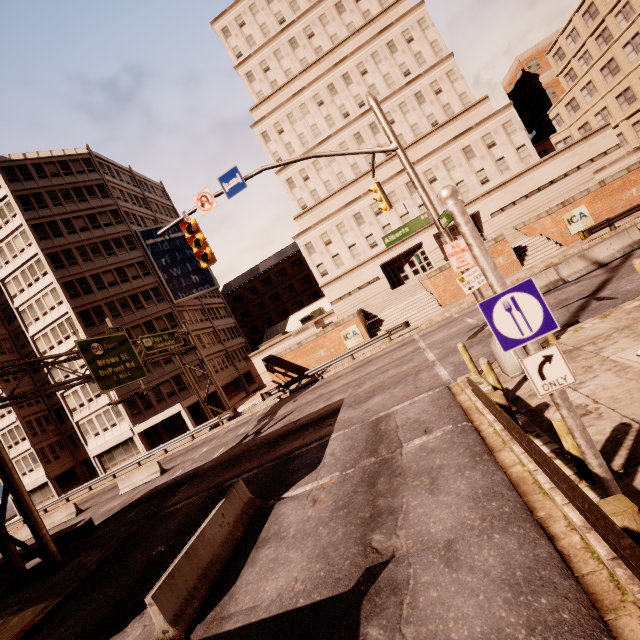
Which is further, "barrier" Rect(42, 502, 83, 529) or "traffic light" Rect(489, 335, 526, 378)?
"barrier" Rect(42, 502, 83, 529)

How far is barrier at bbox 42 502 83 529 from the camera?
24.84m

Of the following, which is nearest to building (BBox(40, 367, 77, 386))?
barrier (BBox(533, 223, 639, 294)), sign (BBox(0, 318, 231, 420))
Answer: sign (BBox(0, 318, 231, 420))

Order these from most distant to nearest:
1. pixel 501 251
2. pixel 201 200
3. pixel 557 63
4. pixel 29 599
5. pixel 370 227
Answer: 1. pixel 557 63
2. pixel 370 227
3. pixel 501 251
4. pixel 29 599
5. pixel 201 200

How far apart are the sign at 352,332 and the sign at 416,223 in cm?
2003

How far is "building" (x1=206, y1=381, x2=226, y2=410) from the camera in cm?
4034

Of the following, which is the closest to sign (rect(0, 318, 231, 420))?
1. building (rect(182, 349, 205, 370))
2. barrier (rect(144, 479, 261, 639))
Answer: building (rect(182, 349, 205, 370))

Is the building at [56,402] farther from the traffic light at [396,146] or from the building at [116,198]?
the traffic light at [396,146]
